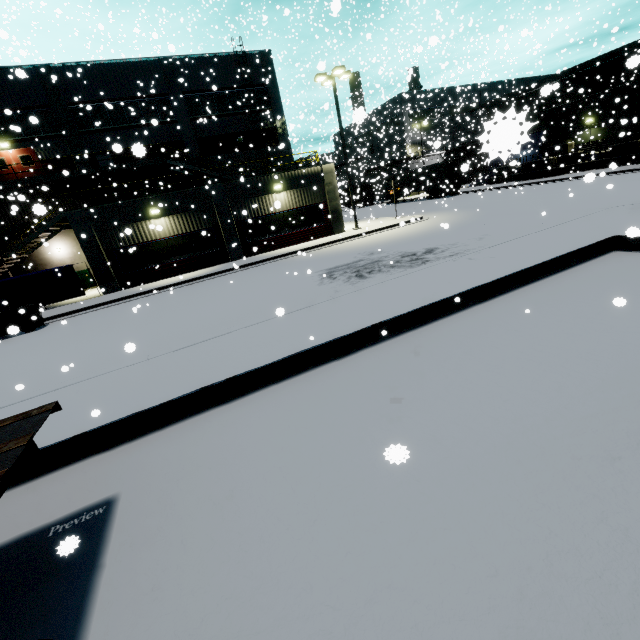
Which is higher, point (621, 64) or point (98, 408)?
point (621, 64)

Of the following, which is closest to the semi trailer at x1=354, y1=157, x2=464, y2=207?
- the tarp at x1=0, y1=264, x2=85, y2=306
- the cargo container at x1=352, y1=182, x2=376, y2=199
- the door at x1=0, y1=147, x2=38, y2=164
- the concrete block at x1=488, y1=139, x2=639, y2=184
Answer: the cargo container at x1=352, y1=182, x2=376, y2=199

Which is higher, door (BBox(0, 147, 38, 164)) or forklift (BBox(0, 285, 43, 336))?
door (BBox(0, 147, 38, 164))

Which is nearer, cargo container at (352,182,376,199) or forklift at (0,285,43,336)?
forklift at (0,285,43,336)

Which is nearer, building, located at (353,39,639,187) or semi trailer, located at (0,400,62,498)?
semi trailer, located at (0,400,62,498)

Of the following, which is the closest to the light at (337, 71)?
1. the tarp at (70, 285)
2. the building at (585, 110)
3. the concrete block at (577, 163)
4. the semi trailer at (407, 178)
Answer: the building at (585, 110)

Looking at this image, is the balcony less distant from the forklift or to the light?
the forklift

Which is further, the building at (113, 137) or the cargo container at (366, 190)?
the cargo container at (366, 190)
